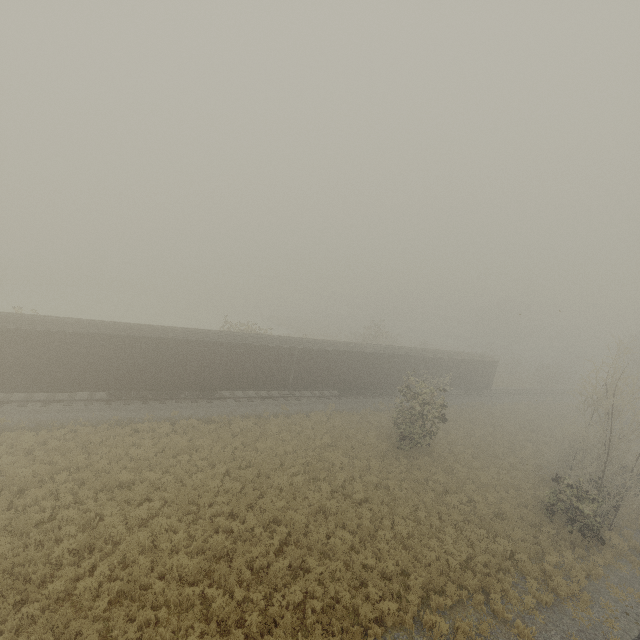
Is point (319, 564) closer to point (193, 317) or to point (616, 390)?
point (616, 390)
